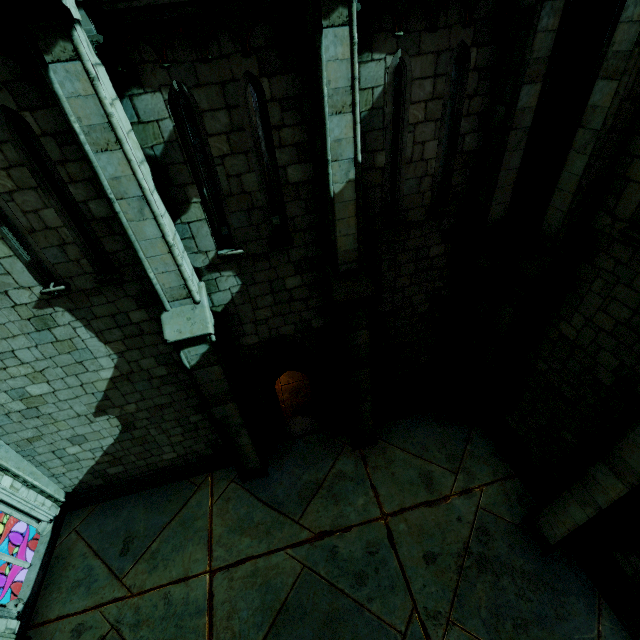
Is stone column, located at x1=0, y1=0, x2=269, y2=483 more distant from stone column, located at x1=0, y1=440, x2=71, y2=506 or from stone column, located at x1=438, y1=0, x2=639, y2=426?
stone column, located at x1=438, y1=0, x2=639, y2=426

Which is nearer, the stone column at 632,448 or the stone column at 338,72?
the stone column at 338,72

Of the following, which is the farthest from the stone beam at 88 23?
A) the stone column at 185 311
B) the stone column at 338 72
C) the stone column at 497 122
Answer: the stone column at 497 122

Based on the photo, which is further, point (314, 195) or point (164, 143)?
point (314, 195)

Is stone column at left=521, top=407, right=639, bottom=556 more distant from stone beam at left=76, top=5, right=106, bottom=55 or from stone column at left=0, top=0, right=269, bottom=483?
stone beam at left=76, top=5, right=106, bottom=55

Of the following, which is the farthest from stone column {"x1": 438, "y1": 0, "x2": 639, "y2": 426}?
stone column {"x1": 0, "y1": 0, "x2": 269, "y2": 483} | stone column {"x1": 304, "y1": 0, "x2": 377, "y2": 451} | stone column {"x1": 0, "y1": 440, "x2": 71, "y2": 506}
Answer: stone column {"x1": 0, "y1": 440, "x2": 71, "y2": 506}

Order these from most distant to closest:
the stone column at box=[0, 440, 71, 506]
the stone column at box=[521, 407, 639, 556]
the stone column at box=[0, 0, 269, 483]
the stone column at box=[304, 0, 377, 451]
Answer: the stone column at box=[0, 440, 71, 506] → the stone column at box=[521, 407, 639, 556] → the stone column at box=[304, 0, 377, 451] → the stone column at box=[0, 0, 269, 483]

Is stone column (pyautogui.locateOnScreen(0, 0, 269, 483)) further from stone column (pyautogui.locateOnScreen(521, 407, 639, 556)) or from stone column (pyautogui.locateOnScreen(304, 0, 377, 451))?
stone column (pyautogui.locateOnScreen(521, 407, 639, 556))
